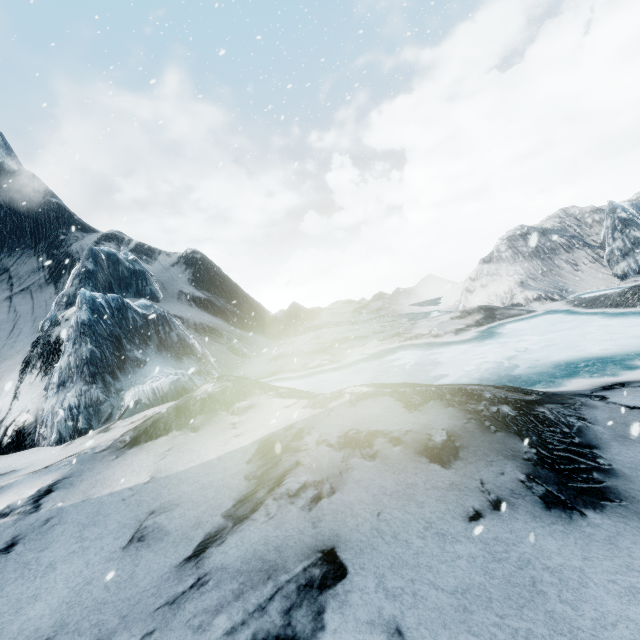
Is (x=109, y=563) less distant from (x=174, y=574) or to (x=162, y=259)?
(x=174, y=574)
